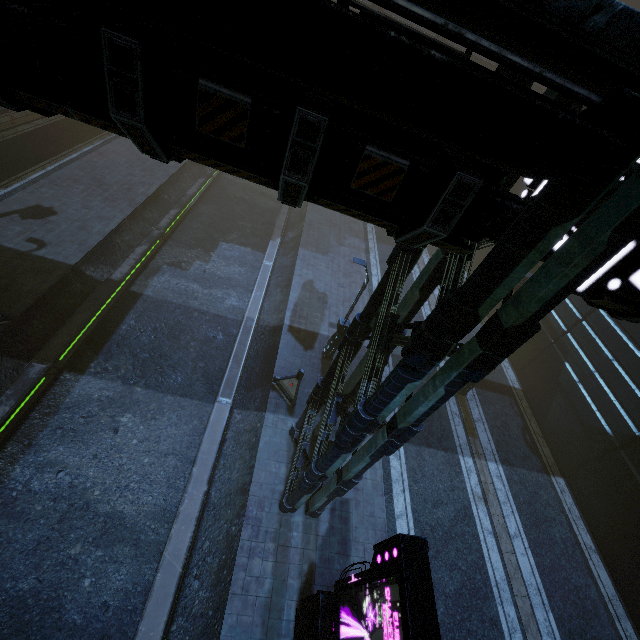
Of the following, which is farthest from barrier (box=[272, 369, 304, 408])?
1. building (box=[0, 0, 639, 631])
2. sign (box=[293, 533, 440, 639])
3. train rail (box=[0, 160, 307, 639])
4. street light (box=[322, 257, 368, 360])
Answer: sign (box=[293, 533, 440, 639])

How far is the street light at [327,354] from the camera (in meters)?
12.13

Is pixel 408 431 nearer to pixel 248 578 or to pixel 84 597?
pixel 248 578

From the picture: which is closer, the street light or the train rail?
the train rail

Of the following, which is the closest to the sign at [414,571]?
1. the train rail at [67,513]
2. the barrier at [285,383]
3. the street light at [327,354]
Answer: the train rail at [67,513]

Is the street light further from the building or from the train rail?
the building

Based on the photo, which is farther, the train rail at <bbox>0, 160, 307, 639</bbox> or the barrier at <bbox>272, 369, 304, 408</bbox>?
the barrier at <bbox>272, 369, 304, 408</bbox>

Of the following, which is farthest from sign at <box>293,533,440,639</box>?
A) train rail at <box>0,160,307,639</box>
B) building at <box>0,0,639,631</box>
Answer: train rail at <box>0,160,307,639</box>
